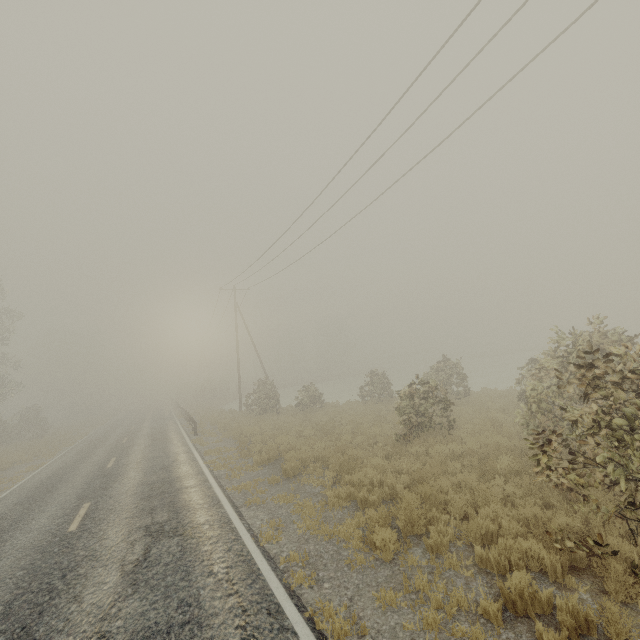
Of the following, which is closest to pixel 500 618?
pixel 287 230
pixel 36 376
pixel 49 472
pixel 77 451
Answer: pixel 287 230

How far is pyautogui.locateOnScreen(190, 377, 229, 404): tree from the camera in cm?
4910

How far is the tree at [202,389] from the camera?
49.1 meters
